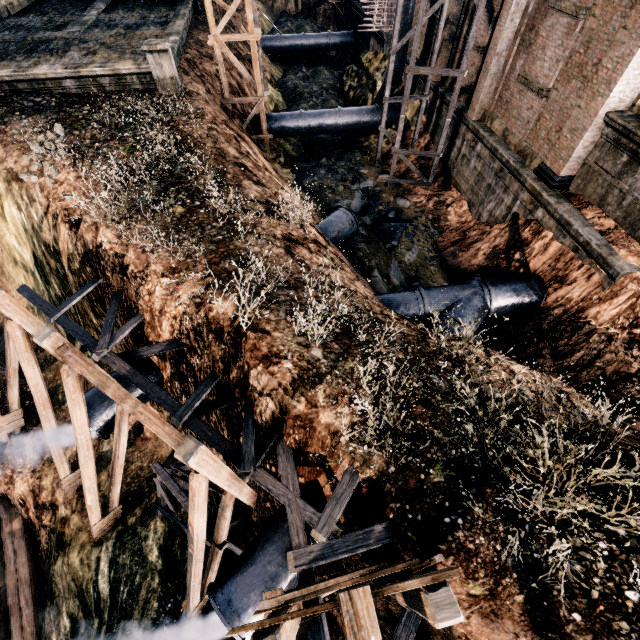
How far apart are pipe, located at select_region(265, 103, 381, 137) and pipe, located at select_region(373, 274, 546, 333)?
16.57m

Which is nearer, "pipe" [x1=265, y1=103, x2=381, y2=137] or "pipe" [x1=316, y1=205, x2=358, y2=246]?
"pipe" [x1=316, y1=205, x2=358, y2=246]

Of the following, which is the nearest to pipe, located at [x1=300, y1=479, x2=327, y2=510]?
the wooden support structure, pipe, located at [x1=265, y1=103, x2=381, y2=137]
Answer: the wooden support structure

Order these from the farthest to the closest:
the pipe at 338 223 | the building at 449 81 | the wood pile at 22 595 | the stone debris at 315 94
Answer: the stone debris at 315 94 < the building at 449 81 < the pipe at 338 223 < the wood pile at 22 595

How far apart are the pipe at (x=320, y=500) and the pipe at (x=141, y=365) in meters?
5.8 m

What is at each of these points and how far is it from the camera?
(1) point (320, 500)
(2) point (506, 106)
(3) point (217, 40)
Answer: (1) pipe, 9.0 meters
(2) building, 16.3 meters
(3) wooden scaffolding, 18.5 meters

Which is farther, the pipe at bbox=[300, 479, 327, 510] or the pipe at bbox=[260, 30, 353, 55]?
the pipe at bbox=[260, 30, 353, 55]

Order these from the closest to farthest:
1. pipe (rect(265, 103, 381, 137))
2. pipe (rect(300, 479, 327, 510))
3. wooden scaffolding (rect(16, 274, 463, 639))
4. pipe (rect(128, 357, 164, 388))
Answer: wooden scaffolding (rect(16, 274, 463, 639)) < pipe (rect(300, 479, 327, 510)) < pipe (rect(128, 357, 164, 388)) < pipe (rect(265, 103, 381, 137))
